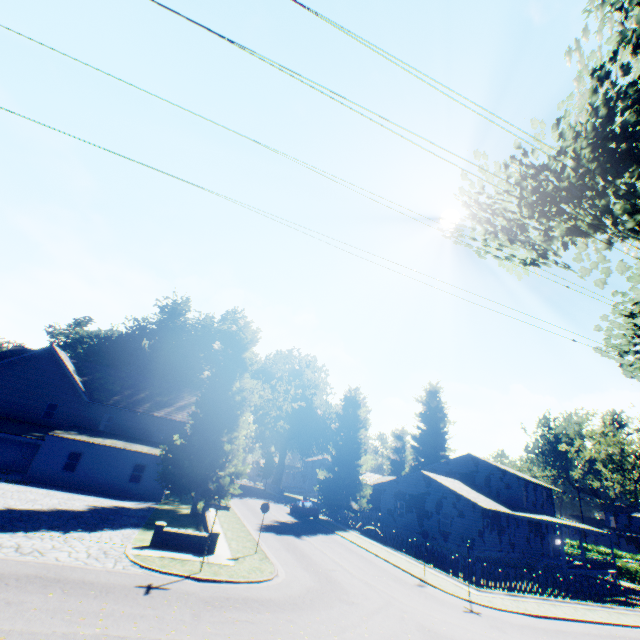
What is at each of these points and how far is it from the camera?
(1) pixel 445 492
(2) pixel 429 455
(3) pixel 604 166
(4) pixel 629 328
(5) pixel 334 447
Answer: (1) house, 30.58m
(2) plant, 58.03m
(3) plant, 7.51m
(4) plant, 11.40m
(5) plant, 39.16m

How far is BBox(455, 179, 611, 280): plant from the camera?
7.5m

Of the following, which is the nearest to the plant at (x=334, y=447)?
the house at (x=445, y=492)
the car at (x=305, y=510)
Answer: the house at (x=445, y=492)

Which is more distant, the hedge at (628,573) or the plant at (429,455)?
the plant at (429,455)

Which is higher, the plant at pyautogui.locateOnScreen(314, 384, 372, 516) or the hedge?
the plant at pyautogui.locateOnScreen(314, 384, 372, 516)

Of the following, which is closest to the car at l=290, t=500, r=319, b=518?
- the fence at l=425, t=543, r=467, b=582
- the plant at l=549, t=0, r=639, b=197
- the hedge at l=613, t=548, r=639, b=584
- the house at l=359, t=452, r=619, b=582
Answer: the plant at l=549, t=0, r=639, b=197

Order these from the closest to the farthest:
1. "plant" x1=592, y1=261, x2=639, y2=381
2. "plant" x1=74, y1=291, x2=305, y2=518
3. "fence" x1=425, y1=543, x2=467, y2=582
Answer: "plant" x1=592, y1=261, x2=639, y2=381
"fence" x1=425, y1=543, x2=467, y2=582
"plant" x1=74, y1=291, x2=305, y2=518

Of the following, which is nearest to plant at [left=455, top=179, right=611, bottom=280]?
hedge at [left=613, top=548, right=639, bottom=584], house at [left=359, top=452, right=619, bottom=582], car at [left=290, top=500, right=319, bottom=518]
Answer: house at [left=359, top=452, right=619, bottom=582]
